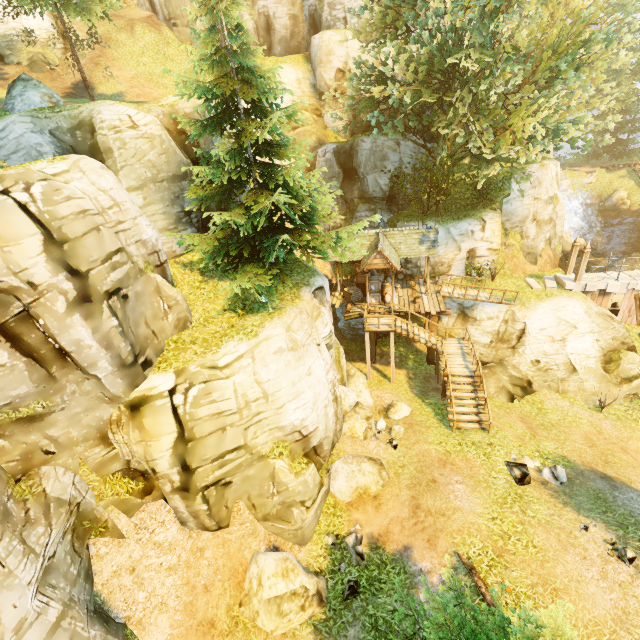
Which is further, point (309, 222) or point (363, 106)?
point (363, 106)

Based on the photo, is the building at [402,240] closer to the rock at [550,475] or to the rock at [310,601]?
the rock at [550,475]

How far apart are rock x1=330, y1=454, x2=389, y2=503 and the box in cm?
1057

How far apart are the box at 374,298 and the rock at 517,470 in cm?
1150

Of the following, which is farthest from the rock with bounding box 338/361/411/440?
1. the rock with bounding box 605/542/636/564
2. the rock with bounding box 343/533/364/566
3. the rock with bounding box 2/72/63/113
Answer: the rock with bounding box 2/72/63/113

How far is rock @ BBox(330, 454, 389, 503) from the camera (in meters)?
12.94

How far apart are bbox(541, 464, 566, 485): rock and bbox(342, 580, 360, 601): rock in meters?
8.5

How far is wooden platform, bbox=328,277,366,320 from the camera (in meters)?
21.31
